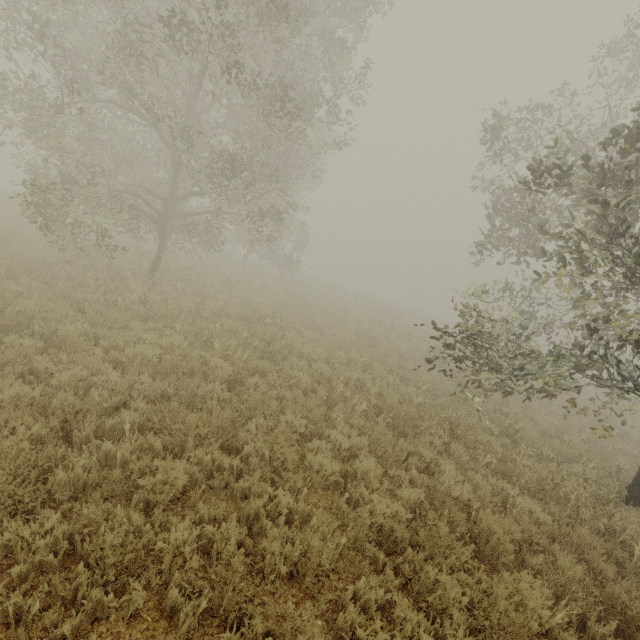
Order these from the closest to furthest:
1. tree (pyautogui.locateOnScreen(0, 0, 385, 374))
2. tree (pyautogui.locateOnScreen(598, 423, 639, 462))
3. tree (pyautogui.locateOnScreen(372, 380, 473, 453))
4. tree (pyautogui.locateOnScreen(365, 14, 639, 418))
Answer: tree (pyautogui.locateOnScreen(365, 14, 639, 418)) → tree (pyautogui.locateOnScreen(598, 423, 639, 462)) → tree (pyautogui.locateOnScreen(372, 380, 473, 453)) → tree (pyautogui.locateOnScreen(0, 0, 385, 374))

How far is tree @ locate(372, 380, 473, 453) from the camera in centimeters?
728cm

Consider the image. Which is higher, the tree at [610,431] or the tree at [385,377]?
the tree at [610,431]

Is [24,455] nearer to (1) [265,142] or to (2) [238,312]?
(1) [265,142]
